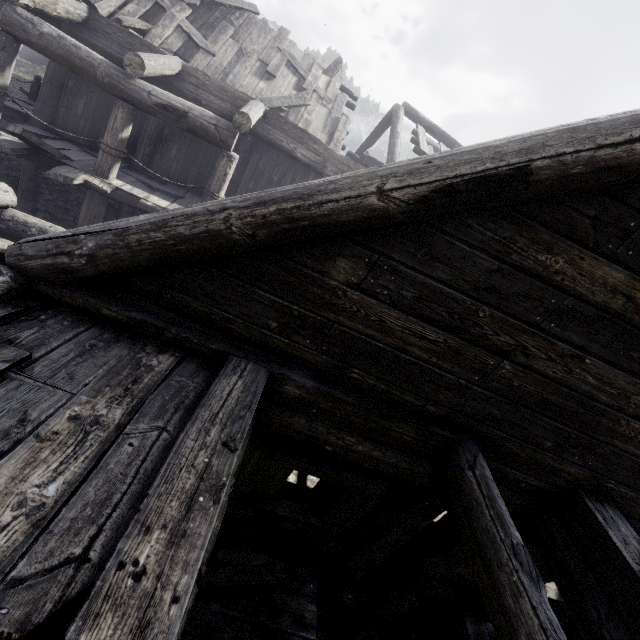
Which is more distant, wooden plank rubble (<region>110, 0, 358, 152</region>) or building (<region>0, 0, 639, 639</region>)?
wooden plank rubble (<region>110, 0, 358, 152</region>)

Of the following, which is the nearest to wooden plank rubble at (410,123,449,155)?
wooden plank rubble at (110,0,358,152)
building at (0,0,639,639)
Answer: building at (0,0,639,639)

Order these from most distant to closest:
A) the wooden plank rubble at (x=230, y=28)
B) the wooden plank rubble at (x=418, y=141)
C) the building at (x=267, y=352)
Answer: the wooden plank rubble at (x=418, y=141) < the wooden plank rubble at (x=230, y=28) < the building at (x=267, y=352)

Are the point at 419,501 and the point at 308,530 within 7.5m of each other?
yes

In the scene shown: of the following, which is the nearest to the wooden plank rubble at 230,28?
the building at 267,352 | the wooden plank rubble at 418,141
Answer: the building at 267,352

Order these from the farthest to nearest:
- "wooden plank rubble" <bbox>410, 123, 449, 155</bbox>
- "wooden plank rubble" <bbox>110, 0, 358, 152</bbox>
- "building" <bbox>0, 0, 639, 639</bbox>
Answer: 1. "wooden plank rubble" <bbox>410, 123, 449, 155</bbox>
2. "wooden plank rubble" <bbox>110, 0, 358, 152</bbox>
3. "building" <bbox>0, 0, 639, 639</bbox>

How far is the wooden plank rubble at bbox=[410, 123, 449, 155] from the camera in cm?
1200
